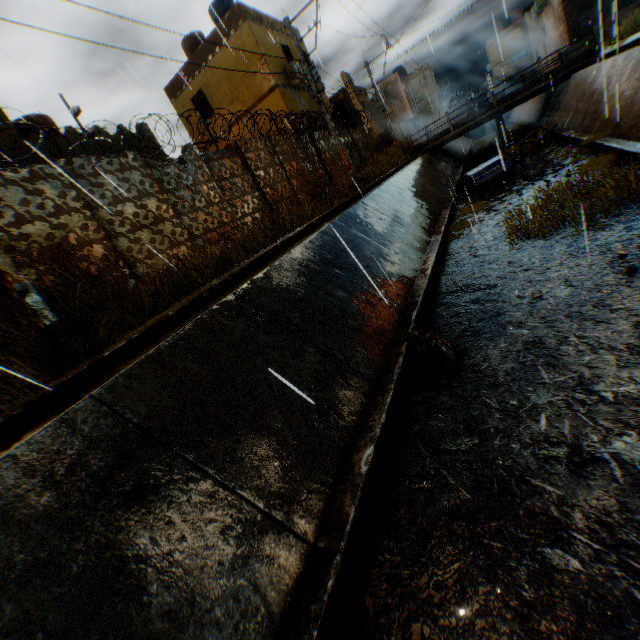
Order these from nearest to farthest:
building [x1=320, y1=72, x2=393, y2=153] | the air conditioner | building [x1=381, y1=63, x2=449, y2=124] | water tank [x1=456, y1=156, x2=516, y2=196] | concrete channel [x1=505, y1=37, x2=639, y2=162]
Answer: concrete channel [x1=505, y1=37, x2=639, y2=162] → water tank [x1=456, y1=156, x2=516, y2=196] → the air conditioner → building [x1=320, y1=72, x2=393, y2=153] → building [x1=381, y1=63, x2=449, y2=124]

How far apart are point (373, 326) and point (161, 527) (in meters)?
3.90

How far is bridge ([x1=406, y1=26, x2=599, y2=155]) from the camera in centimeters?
1693cm

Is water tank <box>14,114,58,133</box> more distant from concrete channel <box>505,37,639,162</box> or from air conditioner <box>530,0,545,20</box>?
air conditioner <box>530,0,545,20</box>

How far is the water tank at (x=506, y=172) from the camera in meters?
13.6

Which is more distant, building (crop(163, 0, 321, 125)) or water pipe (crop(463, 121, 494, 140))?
water pipe (crop(463, 121, 494, 140))

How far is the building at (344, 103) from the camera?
28.88m

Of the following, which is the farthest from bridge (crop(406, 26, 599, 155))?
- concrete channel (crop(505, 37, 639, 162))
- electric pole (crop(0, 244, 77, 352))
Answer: electric pole (crop(0, 244, 77, 352))
